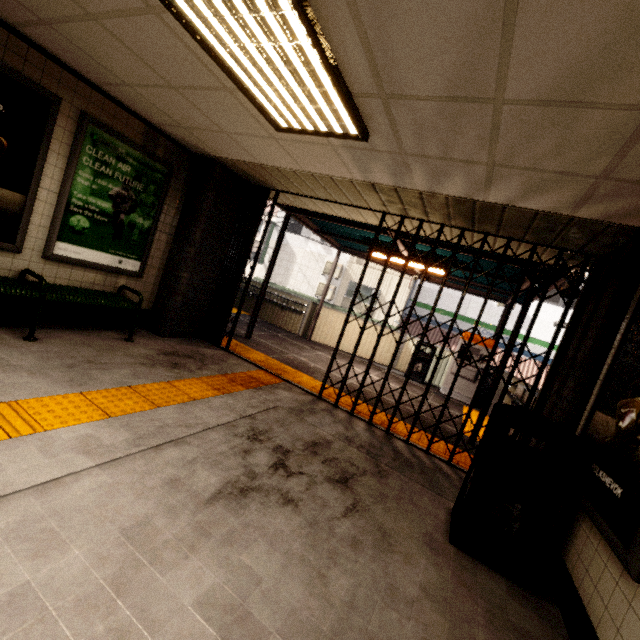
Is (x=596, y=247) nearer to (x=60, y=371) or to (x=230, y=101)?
(x=230, y=101)

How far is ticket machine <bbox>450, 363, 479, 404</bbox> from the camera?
8.7 meters

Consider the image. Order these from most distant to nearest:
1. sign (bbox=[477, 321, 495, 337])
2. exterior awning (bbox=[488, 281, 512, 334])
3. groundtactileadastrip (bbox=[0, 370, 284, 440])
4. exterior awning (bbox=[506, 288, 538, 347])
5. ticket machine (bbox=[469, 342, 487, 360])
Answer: sign (bbox=[477, 321, 495, 337]), ticket machine (bbox=[469, 342, 487, 360]), exterior awning (bbox=[488, 281, 512, 334]), exterior awning (bbox=[506, 288, 538, 347]), groundtactileadastrip (bbox=[0, 370, 284, 440])

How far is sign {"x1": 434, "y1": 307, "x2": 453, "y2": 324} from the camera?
17.5 meters

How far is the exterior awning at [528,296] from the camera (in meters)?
5.11

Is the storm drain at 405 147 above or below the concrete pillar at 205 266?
above

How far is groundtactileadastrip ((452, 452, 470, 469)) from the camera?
4.3m
